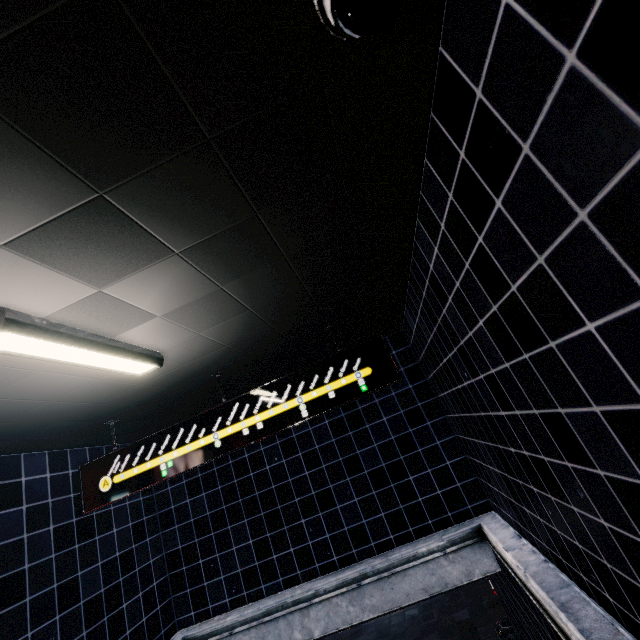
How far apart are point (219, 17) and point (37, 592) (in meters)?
5.31
